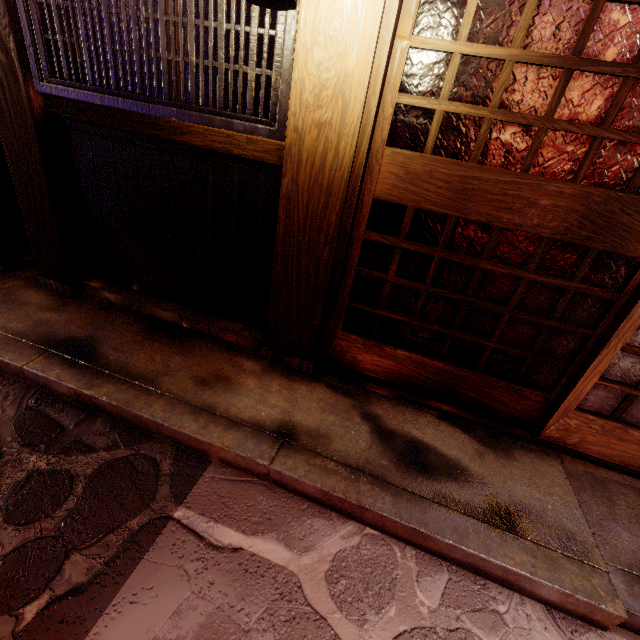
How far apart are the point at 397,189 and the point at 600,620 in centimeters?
447cm

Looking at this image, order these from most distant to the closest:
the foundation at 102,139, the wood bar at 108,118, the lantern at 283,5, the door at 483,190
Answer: the foundation at 102,139
the wood bar at 108,118
the door at 483,190
the lantern at 283,5

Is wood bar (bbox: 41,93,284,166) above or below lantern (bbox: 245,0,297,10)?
below

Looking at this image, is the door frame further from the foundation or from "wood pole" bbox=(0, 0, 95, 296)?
"wood pole" bbox=(0, 0, 95, 296)

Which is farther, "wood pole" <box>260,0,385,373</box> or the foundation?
the foundation

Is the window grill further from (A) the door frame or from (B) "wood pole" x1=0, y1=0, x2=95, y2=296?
(A) the door frame

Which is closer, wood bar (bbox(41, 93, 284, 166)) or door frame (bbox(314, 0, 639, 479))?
door frame (bbox(314, 0, 639, 479))

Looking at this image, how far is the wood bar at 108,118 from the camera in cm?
366
